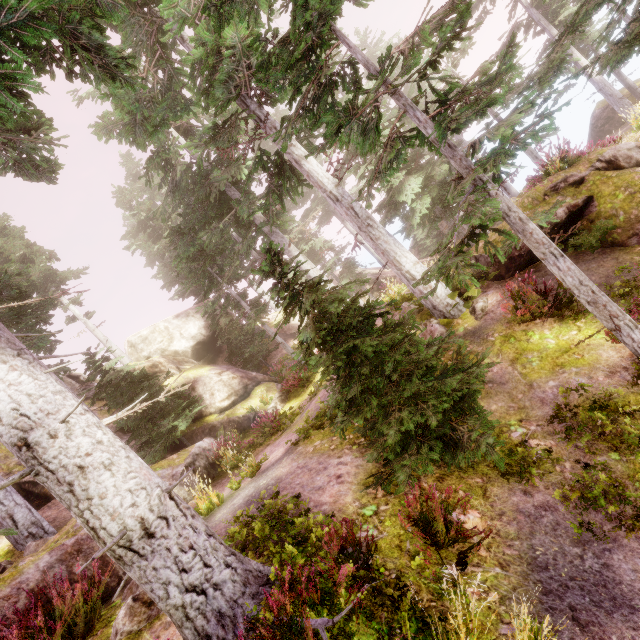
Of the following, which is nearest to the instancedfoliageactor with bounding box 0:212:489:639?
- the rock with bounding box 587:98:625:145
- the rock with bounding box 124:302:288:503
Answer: the rock with bounding box 124:302:288:503

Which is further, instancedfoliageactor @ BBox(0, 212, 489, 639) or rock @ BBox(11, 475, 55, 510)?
rock @ BBox(11, 475, 55, 510)

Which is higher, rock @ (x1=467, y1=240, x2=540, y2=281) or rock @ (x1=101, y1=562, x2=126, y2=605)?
rock @ (x1=101, y1=562, x2=126, y2=605)

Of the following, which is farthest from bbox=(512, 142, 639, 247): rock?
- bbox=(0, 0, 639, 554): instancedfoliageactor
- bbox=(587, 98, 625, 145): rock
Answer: bbox=(587, 98, 625, 145): rock

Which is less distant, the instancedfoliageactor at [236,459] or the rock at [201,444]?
the instancedfoliageactor at [236,459]

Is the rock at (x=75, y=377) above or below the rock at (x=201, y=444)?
above

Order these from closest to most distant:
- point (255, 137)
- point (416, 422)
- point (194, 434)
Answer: point (416, 422) → point (255, 137) → point (194, 434)

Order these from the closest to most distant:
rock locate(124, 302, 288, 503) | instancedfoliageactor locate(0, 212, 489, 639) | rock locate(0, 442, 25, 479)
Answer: instancedfoliageactor locate(0, 212, 489, 639)
rock locate(124, 302, 288, 503)
rock locate(0, 442, 25, 479)
